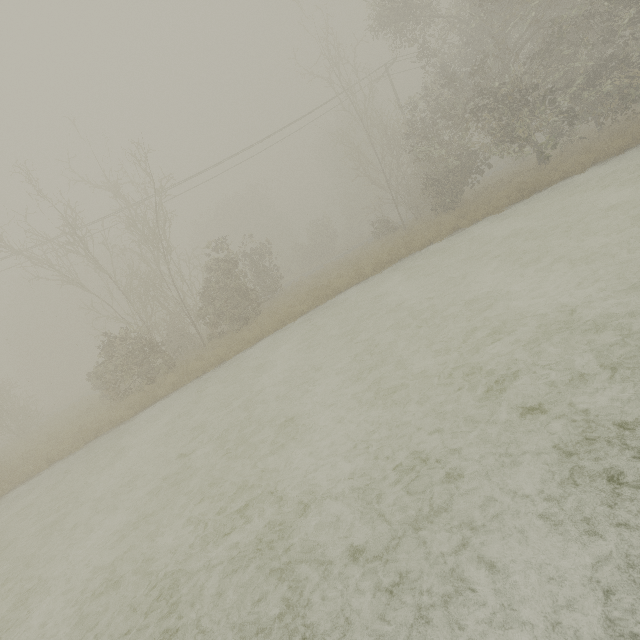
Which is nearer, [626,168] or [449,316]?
[449,316]
